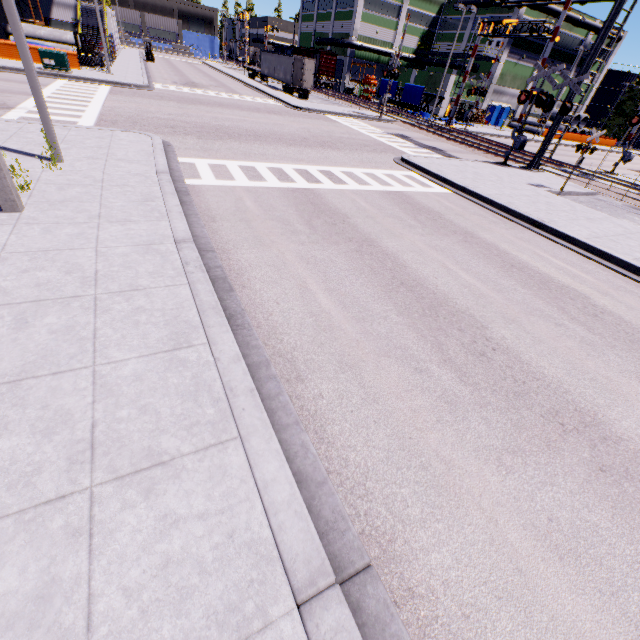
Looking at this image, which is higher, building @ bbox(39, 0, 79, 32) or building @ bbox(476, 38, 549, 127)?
building @ bbox(476, 38, 549, 127)

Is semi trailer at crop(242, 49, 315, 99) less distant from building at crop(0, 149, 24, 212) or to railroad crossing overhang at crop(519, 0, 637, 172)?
building at crop(0, 149, 24, 212)

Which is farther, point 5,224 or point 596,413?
point 5,224

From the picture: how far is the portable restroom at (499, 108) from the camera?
49.0 meters

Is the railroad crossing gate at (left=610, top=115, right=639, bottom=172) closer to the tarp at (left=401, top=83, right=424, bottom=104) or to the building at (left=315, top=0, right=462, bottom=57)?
the building at (left=315, top=0, right=462, bottom=57)

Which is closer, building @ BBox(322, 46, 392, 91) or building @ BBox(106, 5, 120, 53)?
building @ BBox(106, 5, 120, 53)

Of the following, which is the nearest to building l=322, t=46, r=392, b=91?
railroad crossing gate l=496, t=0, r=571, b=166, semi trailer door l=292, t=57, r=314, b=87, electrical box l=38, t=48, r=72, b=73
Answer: railroad crossing gate l=496, t=0, r=571, b=166

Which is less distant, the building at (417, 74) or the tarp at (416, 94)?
the tarp at (416, 94)
